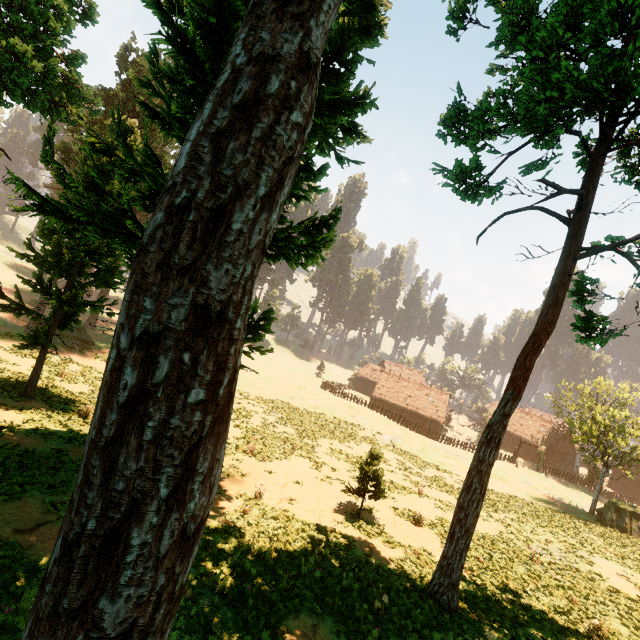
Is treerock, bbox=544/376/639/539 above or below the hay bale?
above

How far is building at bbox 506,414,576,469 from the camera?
54.50m

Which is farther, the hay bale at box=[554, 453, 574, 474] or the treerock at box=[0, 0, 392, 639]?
the hay bale at box=[554, 453, 574, 474]

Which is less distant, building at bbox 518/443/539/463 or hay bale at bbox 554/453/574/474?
hay bale at bbox 554/453/574/474

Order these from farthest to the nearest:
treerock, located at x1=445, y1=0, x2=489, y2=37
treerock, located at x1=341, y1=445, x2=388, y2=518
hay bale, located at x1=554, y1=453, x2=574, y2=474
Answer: hay bale, located at x1=554, y1=453, x2=574, y2=474 < treerock, located at x1=341, y1=445, x2=388, y2=518 < treerock, located at x1=445, y1=0, x2=489, y2=37

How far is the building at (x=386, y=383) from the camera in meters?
53.7 m

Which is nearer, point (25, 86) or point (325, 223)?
point (25, 86)
